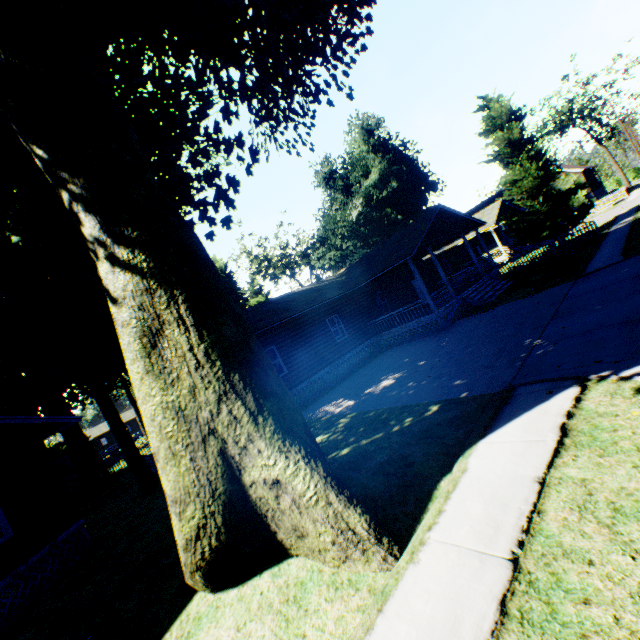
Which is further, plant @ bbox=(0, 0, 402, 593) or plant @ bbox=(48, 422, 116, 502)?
plant @ bbox=(48, 422, 116, 502)

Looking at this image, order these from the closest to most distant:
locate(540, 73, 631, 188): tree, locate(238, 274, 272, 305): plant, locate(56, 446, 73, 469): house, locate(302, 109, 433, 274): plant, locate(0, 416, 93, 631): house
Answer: locate(0, 416, 93, 631): house → locate(56, 446, 73, 469): house → locate(302, 109, 433, 274): plant → locate(238, 274, 272, 305): plant → locate(540, 73, 631, 188): tree

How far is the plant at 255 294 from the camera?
49.69m

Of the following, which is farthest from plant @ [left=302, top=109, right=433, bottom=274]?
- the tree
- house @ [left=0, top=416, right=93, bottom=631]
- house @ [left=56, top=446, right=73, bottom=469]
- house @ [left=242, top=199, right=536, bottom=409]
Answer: the tree

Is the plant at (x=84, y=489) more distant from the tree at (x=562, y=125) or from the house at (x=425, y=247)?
the tree at (x=562, y=125)

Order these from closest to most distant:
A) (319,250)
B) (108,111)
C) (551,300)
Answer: (108,111) < (551,300) < (319,250)

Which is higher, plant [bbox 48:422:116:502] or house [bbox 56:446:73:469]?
house [bbox 56:446:73:469]

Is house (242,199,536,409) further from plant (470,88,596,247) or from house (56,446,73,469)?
house (56,446,73,469)
